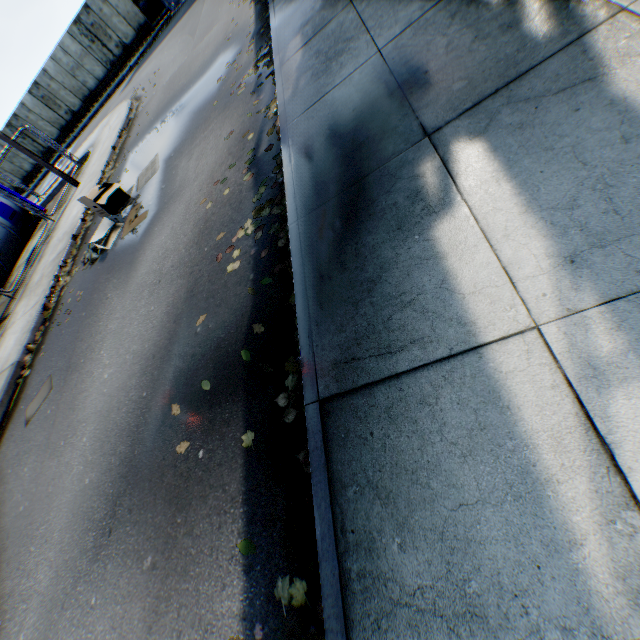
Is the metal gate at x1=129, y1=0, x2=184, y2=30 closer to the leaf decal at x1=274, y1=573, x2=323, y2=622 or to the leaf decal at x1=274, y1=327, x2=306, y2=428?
the leaf decal at x1=274, y1=327, x2=306, y2=428

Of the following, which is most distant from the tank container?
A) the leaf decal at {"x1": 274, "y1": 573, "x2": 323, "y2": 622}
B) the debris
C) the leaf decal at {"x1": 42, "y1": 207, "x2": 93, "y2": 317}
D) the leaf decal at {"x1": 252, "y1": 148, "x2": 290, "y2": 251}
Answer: the leaf decal at {"x1": 274, "y1": 573, "x2": 323, "y2": 622}

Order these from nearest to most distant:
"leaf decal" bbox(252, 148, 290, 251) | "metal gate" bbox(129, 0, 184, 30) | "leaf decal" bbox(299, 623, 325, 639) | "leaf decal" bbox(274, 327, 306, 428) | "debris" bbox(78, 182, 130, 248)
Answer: "leaf decal" bbox(299, 623, 325, 639), "leaf decal" bbox(274, 327, 306, 428), "leaf decal" bbox(252, 148, 290, 251), "debris" bbox(78, 182, 130, 248), "metal gate" bbox(129, 0, 184, 30)

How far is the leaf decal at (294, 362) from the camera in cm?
245

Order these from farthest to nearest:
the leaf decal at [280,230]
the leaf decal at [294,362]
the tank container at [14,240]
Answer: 1. the tank container at [14,240]
2. the leaf decal at [280,230]
3. the leaf decal at [294,362]

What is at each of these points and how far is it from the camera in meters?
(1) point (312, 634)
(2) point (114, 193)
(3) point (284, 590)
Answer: (1) leaf decal, 1.8 m
(2) debris, 7.8 m
(3) leaf decal, 2.0 m

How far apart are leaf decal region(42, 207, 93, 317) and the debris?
1.2m

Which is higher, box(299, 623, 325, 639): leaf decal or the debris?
the debris
